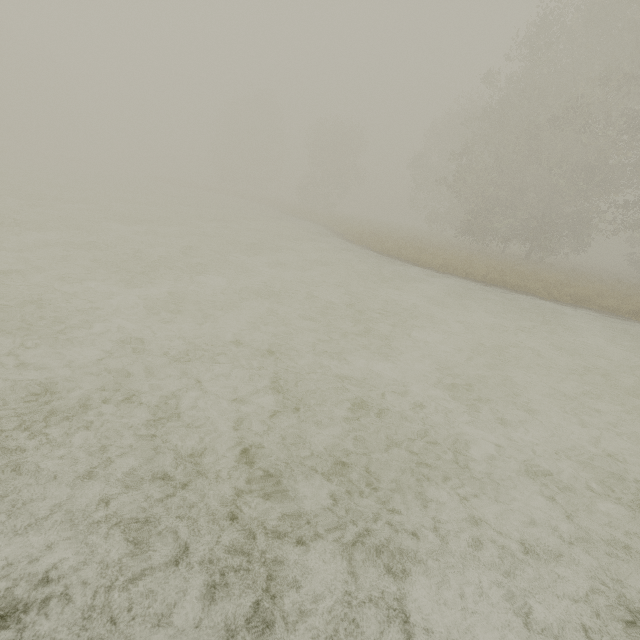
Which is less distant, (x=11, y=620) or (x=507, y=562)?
(x=11, y=620)
